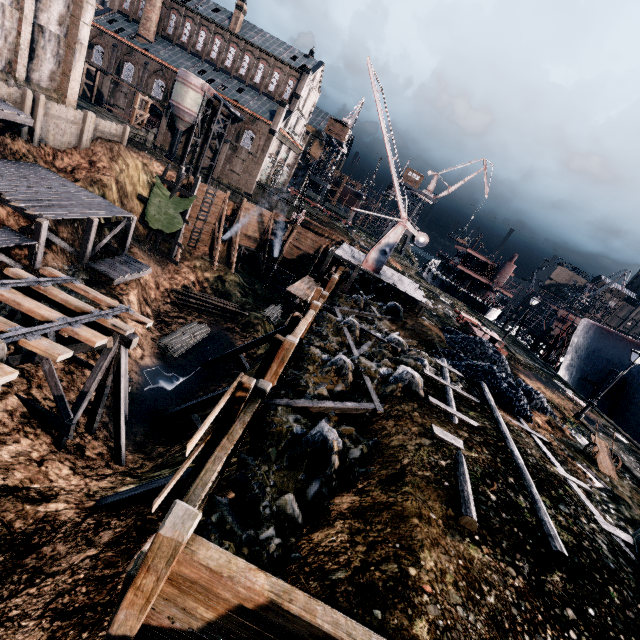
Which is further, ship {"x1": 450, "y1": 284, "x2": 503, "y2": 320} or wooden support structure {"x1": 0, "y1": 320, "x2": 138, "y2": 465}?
ship {"x1": 450, "y1": 284, "x2": 503, "y2": 320}

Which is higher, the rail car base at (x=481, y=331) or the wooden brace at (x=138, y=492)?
the rail car base at (x=481, y=331)

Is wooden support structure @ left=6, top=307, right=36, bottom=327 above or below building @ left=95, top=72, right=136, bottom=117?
below

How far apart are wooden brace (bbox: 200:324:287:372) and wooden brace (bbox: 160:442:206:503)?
16.2m

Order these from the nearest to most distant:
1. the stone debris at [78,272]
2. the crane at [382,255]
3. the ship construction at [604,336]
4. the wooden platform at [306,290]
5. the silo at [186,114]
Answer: the wooden platform at [306,290] < the crane at [382,255] < the stone debris at [78,272] < the ship construction at [604,336] < the silo at [186,114]

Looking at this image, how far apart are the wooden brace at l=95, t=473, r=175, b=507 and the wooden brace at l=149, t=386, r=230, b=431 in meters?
7.4

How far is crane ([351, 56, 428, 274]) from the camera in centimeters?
2178cm

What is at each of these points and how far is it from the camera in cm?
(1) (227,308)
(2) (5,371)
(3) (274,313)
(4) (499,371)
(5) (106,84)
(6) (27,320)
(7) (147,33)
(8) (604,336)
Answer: (1) wood pile, 3838
(2) railway, 853
(3) wood pile, 4012
(4) coal pile, 1761
(5) building, 5653
(6) wooden support structure, 1408
(7) chimney, 5591
(8) ship construction, 3309
